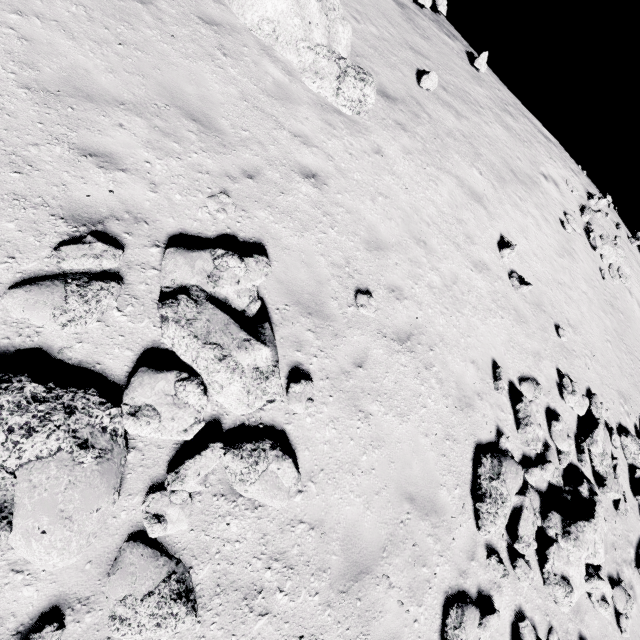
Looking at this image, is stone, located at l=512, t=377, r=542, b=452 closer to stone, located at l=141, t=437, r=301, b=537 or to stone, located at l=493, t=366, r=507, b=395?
stone, located at l=493, t=366, r=507, b=395

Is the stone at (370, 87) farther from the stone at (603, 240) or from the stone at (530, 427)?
the stone at (603, 240)

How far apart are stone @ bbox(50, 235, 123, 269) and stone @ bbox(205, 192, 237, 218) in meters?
1.7 m

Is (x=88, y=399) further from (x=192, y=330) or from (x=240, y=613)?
(x=240, y=613)

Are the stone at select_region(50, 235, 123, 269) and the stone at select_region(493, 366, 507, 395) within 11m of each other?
yes

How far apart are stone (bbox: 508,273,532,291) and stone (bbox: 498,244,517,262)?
0.4 meters

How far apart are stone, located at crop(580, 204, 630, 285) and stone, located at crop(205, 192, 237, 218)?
18.87m

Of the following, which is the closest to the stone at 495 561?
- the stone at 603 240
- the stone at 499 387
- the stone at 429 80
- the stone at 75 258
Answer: the stone at 499 387
